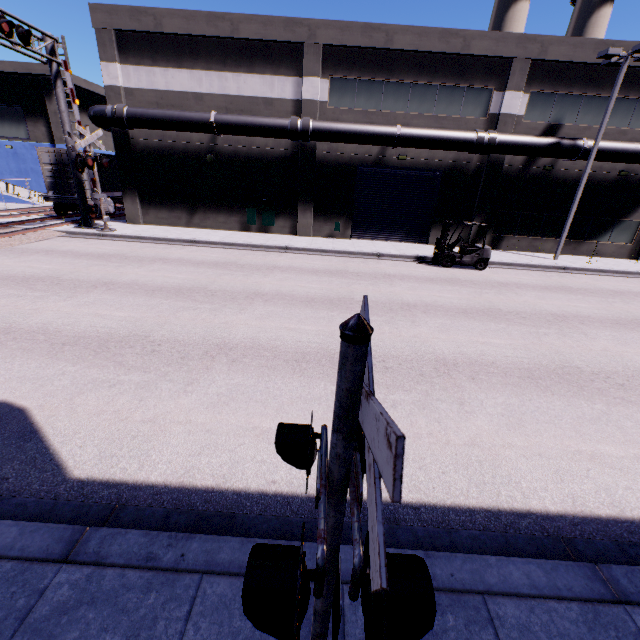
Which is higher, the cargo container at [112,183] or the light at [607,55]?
the light at [607,55]

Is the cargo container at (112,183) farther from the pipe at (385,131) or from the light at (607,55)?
the light at (607,55)

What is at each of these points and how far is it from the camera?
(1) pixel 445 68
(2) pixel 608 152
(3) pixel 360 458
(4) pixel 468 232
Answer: (1) building, 17.2 meters
(2) pipe, 17.2 meters
(3) railroad crossing sign, 1.7 meters
(4) building, 20.5 meters

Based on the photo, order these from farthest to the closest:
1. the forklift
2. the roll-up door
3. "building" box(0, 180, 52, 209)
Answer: "building" box(0, 180, 52, 209) < the roll-up door < the forklift

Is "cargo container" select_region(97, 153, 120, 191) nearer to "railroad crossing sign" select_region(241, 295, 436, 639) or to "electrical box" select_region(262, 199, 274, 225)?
"electrical box" select_region(262, 199, 274, 225)

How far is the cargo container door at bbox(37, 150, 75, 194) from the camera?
19.1m

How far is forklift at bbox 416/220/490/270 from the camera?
15.69m

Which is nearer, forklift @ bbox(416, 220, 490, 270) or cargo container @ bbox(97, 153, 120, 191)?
forklift @ bbox(416, 220, 490, 270)
